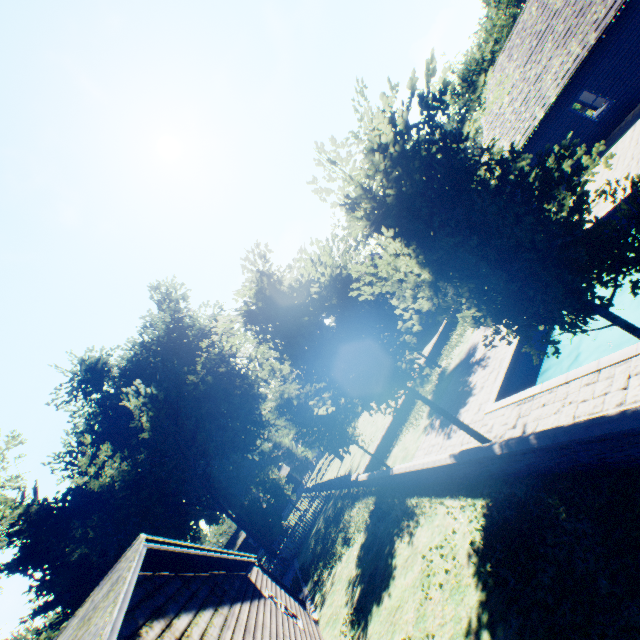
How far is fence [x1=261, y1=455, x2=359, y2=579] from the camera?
23.9 meters

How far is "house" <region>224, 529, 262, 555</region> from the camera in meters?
56.5 m

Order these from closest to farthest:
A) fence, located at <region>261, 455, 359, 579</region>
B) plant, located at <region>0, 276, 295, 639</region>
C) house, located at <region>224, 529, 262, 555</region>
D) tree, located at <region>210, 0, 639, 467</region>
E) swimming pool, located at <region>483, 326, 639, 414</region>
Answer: tree, located at <region>210, 0, 639, 467</region> → swimming pool, located at <region>483, 326, 639, 414</region> → fence, located at <region>261, 455, 359, 579</region> → plant, located at <region>0, 276, 295, 639</region> → house, located at <region>224, 529, 262, 555</region>

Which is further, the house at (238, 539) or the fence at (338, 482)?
the house at (238, 539)

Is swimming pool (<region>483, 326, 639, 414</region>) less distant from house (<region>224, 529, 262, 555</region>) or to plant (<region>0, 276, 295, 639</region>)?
plant (<region>0, 276, 295, 639</region>)

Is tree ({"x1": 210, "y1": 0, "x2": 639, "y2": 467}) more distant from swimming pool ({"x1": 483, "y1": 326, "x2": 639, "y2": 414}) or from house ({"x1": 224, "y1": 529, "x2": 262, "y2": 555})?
house ({"x1": 224, "y1": 529, "x2": 262, "y2": 555})

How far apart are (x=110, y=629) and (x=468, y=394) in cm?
1251

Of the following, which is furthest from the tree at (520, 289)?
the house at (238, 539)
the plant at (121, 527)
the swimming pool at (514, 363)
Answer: the house at (238, 539)
